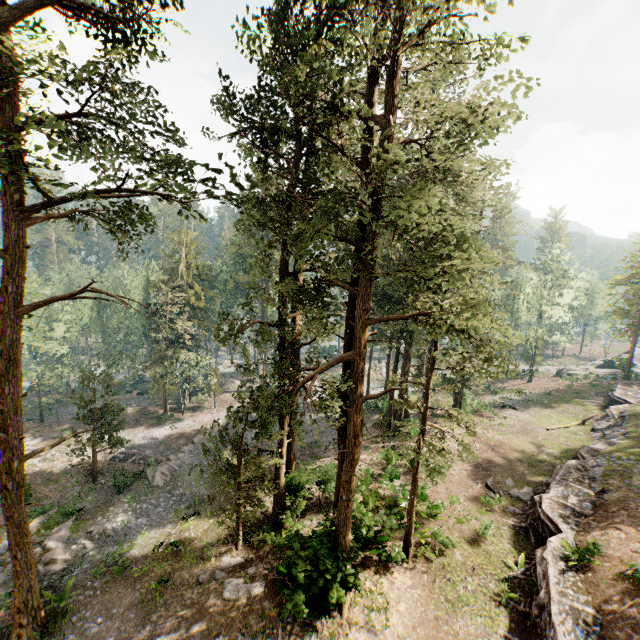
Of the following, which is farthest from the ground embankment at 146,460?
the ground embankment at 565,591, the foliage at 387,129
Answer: the ground embankment at 565,591

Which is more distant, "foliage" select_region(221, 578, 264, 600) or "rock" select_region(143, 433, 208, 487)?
"rock" select_region(143, 433, 208, 487)

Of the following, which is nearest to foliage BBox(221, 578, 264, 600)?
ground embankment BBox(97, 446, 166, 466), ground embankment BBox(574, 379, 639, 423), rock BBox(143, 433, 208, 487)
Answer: ground embankment BBox(97, 446, 166, 466)

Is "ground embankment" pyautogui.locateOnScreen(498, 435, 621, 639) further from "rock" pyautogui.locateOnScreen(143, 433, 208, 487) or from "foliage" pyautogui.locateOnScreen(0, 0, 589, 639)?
"rock" pyautogui.locateOnScreen(143, 433, 208, 487)

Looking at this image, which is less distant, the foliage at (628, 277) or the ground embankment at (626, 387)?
the ground embankment at (626, 387)

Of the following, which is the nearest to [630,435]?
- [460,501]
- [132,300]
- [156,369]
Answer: [460,501]

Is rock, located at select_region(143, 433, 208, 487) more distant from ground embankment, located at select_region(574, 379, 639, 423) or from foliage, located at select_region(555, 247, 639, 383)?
ground embankment, located at select_region(574, 379, 639, 423)

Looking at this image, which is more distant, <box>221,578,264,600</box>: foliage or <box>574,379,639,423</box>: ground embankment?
<box>574,379,639,423</box>: ground embankment
